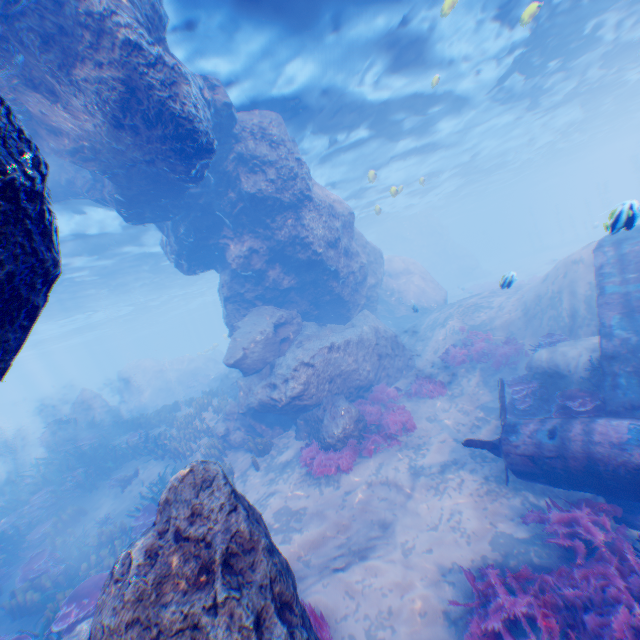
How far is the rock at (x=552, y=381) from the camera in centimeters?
897cm

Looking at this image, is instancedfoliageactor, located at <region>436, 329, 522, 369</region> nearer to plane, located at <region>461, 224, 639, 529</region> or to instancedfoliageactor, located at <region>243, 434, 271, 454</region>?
instancedfoliageactor, located at <region>243, 434, 271, 454</region>

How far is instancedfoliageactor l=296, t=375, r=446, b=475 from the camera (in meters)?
10.13

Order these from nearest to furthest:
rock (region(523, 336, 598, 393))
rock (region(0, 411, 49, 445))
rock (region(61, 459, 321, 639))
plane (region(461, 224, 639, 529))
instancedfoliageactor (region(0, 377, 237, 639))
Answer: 1. rock (region(61, 459, 321, 639))
2. plane (region(461, 224, 639, 529))
3. instancedfoliageactor (region(0, 377, 237, 639))
4. rock (region(523, 336, 598, 393))
5. rock (region(0, 411, 49, 445))

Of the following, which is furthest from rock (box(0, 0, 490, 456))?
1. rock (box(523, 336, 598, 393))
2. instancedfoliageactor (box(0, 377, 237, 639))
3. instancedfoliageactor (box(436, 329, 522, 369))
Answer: rock (box(523, 336, 598, 393))

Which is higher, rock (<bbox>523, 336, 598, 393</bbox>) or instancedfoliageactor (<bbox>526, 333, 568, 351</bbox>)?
instancedfoliageactor (<bbox>526, 333, 568, 351</bbox>)

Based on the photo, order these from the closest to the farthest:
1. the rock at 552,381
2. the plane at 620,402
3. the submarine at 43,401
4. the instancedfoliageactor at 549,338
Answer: the plane at 620,402 < the rock at 552,381 < the instancedfoliageactor at 549,338 < the submarine at 43,401

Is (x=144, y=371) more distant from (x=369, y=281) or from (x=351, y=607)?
(x=351, y=607)
